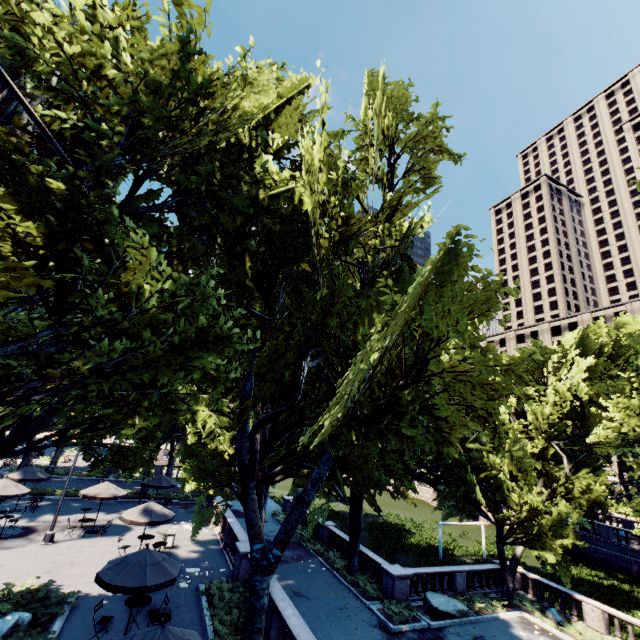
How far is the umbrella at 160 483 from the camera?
25.97m

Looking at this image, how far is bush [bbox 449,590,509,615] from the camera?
19.8m

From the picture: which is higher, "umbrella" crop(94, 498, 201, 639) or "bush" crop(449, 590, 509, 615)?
"umbrella" crop(94, 498, 201, 639)

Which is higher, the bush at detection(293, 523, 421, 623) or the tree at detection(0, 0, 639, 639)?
the tree at detection(0, 0, 639, 639)

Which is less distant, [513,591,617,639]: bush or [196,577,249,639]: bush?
[196,577,249,639]: bush

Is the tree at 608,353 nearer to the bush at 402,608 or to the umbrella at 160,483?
the bush at 402,608

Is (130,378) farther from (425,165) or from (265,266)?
(425,165)

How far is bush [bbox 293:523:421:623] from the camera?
17.9m
